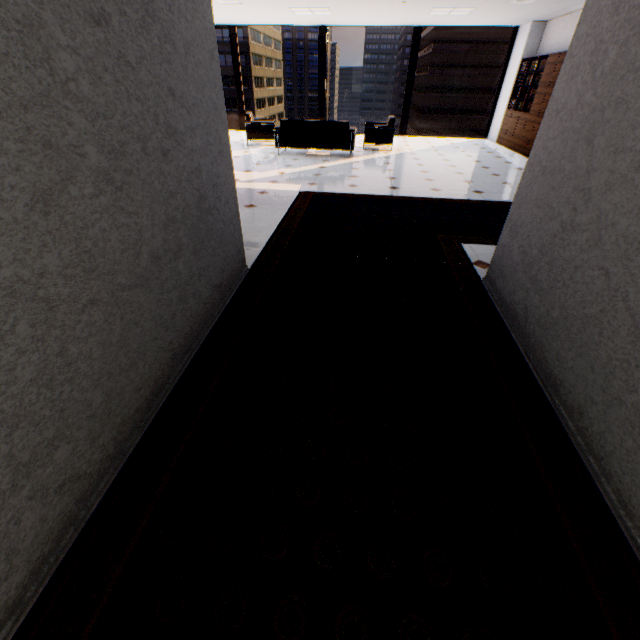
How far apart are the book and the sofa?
4.72m

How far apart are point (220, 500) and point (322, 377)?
0.9 meters

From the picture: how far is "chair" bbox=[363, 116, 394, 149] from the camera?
8.7m

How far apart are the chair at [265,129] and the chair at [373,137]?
2.60m

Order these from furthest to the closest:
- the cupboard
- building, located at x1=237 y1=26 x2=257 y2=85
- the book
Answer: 1. building, located at x1=237 y1=26 x2=257 y2=85
2. the book
3. the cupboard

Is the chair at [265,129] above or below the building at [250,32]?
below

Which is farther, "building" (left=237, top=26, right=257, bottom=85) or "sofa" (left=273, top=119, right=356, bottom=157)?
"building" (left=237, top=26, right=257, bottom=85)

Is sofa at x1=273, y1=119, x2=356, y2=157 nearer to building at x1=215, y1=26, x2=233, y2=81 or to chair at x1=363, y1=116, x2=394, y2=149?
chair at x1=363, y1=116, x2=394, y2=149
